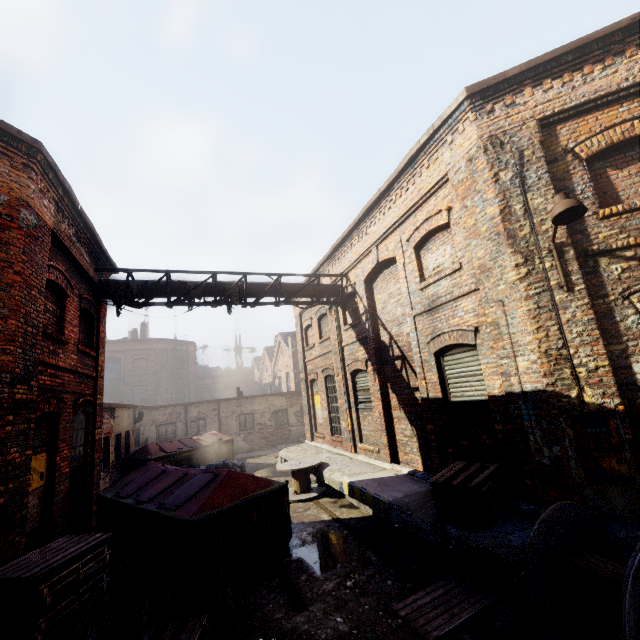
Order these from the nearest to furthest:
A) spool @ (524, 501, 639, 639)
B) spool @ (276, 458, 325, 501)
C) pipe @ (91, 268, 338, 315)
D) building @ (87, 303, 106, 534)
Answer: spool @ (524, 501, 639, 639) → building @ (87, 303, 106, 534) → pipe @ (91, 268, 338, 315) → spool @ (276, 458, 325, 501)

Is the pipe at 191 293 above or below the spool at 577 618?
above

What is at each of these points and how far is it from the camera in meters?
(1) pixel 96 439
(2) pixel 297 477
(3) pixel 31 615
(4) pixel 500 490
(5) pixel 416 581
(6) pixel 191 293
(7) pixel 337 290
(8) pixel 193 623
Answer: (1) building, 8.9
(2) spool, 10.5
(3) pallet, 3.8
(4) pallet, 5.6
(5) track, 5.2
(6) pipe, 10.2
(7) pipe, 11.9
(8) pallet, 4.7

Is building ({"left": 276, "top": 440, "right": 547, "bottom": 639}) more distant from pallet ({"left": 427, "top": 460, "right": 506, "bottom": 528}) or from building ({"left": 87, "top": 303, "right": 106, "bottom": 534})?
building ({"left": 87, "top": 303, "right": 106, "bottom": 534})

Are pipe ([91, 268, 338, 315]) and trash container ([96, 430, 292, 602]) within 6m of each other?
yes

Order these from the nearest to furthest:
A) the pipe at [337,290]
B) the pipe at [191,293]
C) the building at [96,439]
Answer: the building at [96,439] < the pipe at [191,293] < the pipe at [337,290]

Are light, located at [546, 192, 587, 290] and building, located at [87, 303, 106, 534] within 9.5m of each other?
no

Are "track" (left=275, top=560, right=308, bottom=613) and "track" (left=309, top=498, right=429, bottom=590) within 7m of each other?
yes
